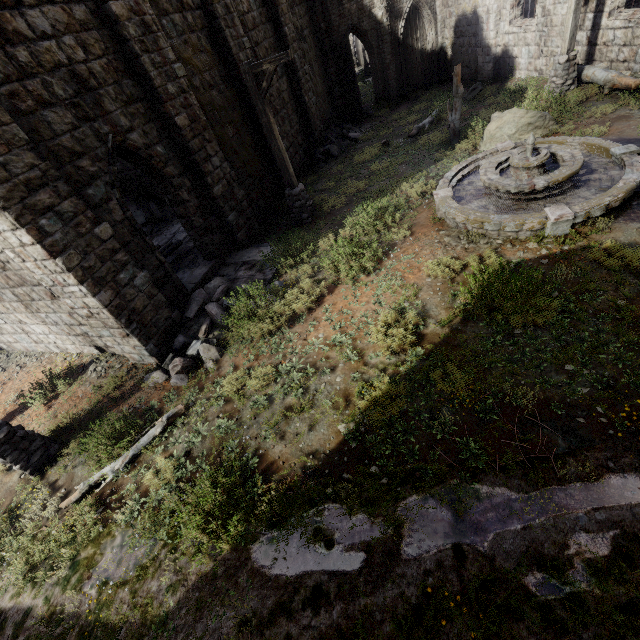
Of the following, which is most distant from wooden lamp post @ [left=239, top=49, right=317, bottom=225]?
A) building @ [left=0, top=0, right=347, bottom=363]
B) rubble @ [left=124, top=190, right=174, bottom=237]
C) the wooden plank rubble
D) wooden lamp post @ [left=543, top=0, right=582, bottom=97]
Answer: rubble @ [left=124, top=190, right=174, bottom=237]

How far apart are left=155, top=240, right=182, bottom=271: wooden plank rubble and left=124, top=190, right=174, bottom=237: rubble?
5.3m

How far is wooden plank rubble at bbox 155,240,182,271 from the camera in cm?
1130

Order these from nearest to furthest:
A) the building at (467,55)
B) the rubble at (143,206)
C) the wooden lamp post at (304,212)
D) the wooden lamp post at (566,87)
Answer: the wooden lamp post at (304,212) → the wooden lamp post at (566,87) → the building at (467,55) → the rubble at (143,206)

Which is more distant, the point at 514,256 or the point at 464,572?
the point at 514,256

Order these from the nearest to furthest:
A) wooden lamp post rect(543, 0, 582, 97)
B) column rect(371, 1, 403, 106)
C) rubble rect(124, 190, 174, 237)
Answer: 1. wooden lamp post rect(543, 0, 582, 97)
2. rubble rect(124, 190, 174, 237)
3. column rect(371, 1, 403, 106)

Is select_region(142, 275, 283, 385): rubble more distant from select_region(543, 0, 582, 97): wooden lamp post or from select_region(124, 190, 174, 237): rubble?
select_region(543, 0, 582, 97): wooden lamp post

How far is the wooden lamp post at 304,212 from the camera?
8.52m
